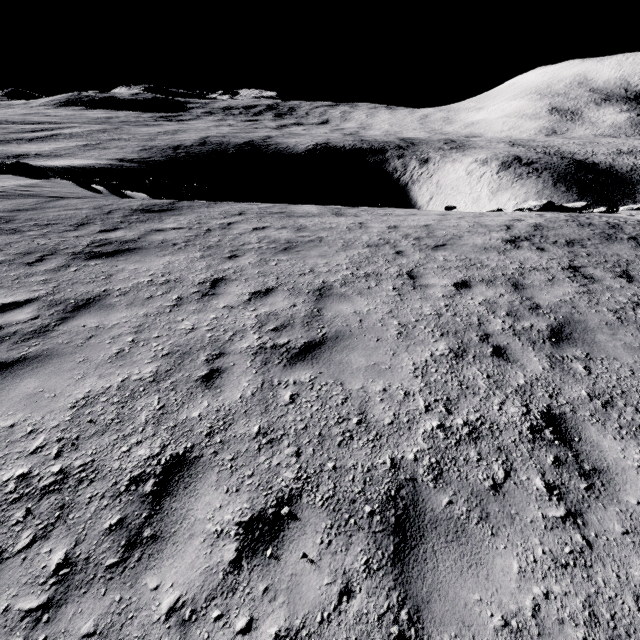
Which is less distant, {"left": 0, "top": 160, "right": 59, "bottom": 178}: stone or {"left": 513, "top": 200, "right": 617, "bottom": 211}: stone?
{"left": 513, "top": 200, "right": 617, "bottom": 211}: stone

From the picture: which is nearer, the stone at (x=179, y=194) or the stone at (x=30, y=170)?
the stone at (x=179, y=194)

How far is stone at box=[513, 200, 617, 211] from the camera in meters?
15.2

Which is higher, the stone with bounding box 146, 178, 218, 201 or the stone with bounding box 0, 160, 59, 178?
the stone with bounding box 0, 160, 59, 178

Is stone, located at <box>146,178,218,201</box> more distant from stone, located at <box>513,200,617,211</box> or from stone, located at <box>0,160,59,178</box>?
stone, located at <box>513,200,617,211</box>

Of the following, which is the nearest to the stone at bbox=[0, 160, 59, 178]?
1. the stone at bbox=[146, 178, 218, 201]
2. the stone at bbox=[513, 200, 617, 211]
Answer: the stone at bbox=[146, 178, 218, 201]

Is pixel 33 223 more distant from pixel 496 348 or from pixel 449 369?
pixel 496 348

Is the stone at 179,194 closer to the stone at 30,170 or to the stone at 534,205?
the stone at 30,170
